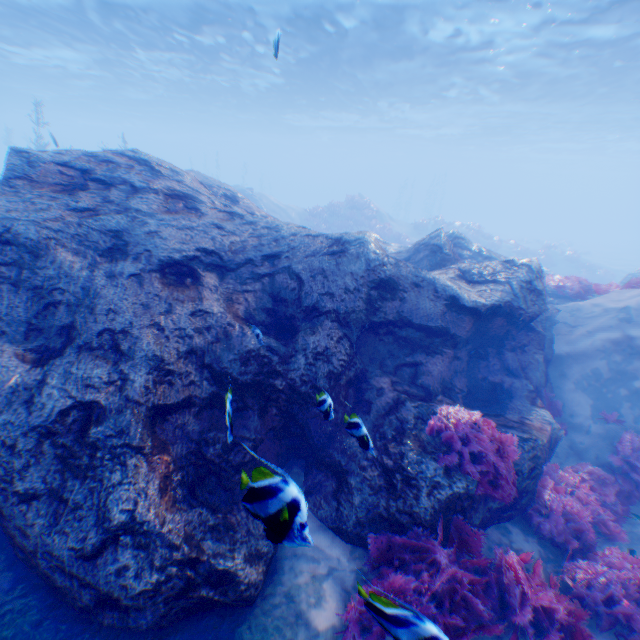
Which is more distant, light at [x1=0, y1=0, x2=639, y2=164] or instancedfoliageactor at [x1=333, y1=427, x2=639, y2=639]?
light at [x1=0, y1=0, x2=639, y2=164]

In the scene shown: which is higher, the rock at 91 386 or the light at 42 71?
the light at 42 71

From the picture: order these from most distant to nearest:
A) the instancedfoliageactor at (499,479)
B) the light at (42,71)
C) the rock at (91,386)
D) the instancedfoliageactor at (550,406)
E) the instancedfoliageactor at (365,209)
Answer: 1. the instancedfoliageactor at (365,209)
2. the light at (42,71)
3. the instancedfoliageactor at (550,406)
4. the instancedfoliageactor at (499,479)
5. the rock at (91,386)

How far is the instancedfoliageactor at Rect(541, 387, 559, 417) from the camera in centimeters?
736cm

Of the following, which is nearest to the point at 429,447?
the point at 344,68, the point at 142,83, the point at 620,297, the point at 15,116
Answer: the point at 620,297

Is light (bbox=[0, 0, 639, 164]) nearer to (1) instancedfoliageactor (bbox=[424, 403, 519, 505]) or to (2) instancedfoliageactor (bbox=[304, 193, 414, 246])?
(1) instancedfoliageactor (bbox=[424, 403, 519, 505])

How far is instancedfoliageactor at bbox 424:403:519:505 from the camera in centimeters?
424cm

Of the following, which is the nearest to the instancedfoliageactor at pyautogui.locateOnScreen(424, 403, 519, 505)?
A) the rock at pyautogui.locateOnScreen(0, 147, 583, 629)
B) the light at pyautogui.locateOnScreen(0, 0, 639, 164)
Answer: the rock at pyautogui.locateOnScreen(0, 147, 583, 629)
